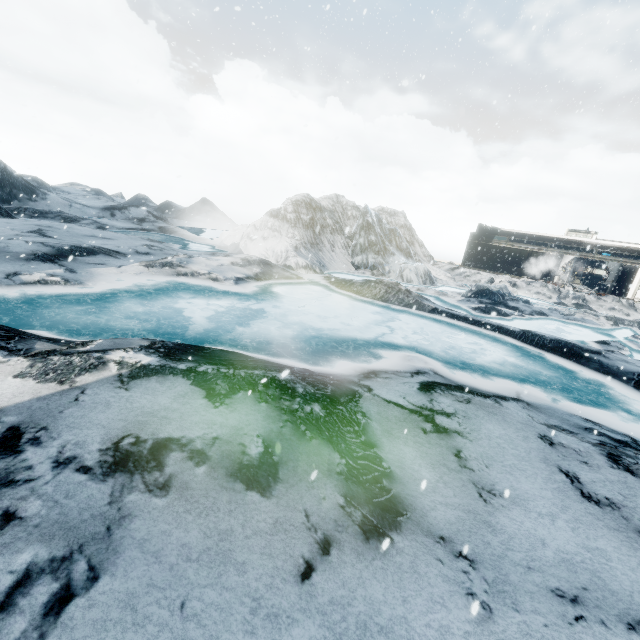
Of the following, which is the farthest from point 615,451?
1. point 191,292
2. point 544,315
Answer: point 544,315
